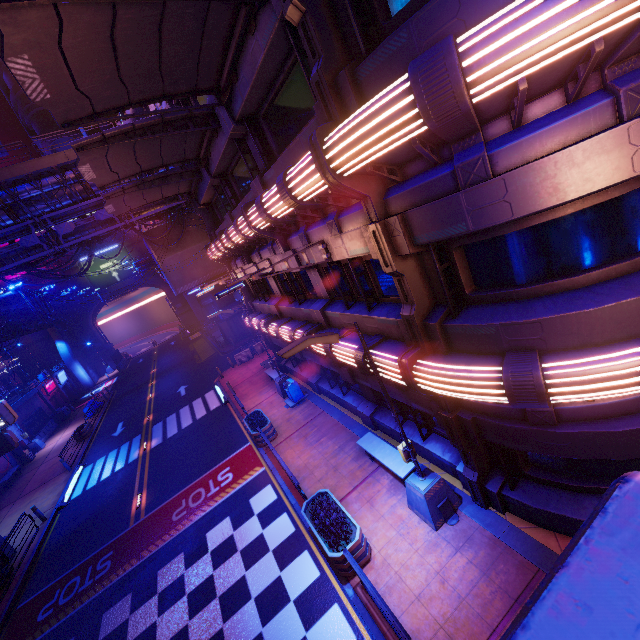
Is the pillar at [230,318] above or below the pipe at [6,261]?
below

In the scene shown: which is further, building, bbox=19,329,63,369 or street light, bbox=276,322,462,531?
building, bbox=19,329,63,369

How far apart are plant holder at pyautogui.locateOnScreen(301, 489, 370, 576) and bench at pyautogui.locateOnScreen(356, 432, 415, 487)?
1.76m

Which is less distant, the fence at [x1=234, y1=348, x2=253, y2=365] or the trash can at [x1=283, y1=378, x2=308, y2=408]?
the trash can at [x1=283, y1=378, x2=308, y2=408]

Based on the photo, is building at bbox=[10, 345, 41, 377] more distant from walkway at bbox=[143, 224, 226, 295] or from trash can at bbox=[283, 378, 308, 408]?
trash can at bbox=[283, 378, 308, 408]

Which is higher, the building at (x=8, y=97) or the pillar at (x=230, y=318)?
the building at (x=8, y=97)

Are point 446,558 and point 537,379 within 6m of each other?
yes

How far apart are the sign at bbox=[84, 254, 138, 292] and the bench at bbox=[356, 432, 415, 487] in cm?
5618
